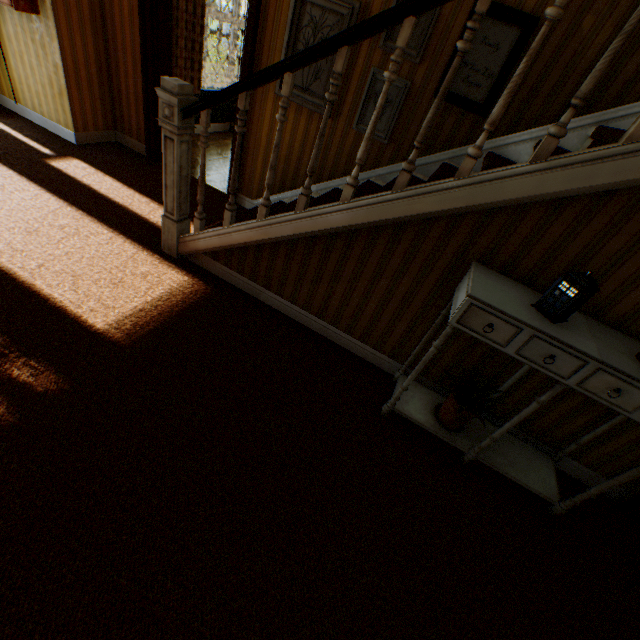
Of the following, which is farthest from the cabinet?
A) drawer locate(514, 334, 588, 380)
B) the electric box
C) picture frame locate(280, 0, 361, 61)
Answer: the electric box

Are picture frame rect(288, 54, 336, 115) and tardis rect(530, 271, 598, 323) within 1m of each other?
no

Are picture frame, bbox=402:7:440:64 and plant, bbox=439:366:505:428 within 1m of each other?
no

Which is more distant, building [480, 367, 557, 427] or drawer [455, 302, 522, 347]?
building [480, 367, 557, 427]

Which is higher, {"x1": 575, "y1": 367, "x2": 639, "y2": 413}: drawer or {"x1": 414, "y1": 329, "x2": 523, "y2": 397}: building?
{"x1": 575, "y1": 367, "x2": 639, "y2": 413}: drawer

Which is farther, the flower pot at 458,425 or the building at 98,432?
the flower pot at 458,425

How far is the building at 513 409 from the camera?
2.6m

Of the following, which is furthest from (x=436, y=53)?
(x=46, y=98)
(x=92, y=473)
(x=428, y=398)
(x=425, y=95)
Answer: (x=46, y=98)
